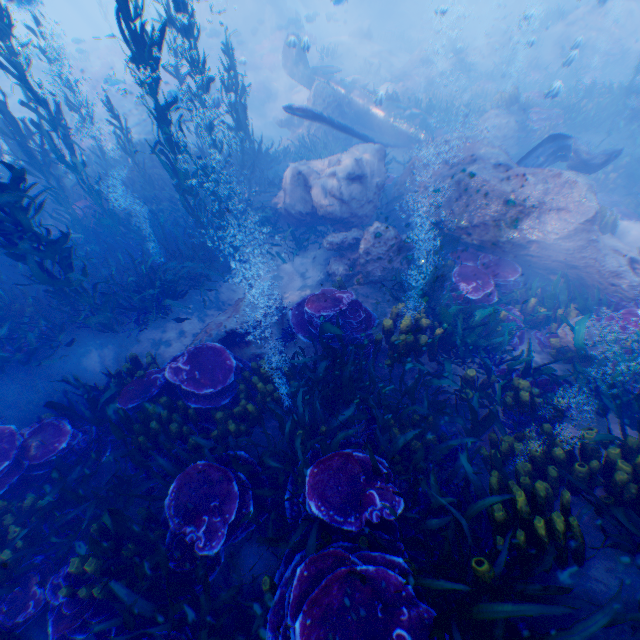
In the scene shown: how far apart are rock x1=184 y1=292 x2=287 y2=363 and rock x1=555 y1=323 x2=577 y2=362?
5.4m

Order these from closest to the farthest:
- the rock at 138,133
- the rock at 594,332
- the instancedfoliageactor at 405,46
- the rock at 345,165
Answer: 1. the rock at 594,332
2. the rock at 345,165
3. the rock at 138,133
4. the instancedfoliageactor at 405,46

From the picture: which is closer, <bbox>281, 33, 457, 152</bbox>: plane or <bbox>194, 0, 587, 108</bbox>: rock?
<bbox>281, 33, 457, 152</bbox>: plane

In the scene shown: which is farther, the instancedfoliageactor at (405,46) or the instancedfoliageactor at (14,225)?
the instancedfoliageactor at (405,46)

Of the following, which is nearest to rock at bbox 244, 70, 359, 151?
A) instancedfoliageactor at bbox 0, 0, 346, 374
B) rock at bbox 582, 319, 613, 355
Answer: instancedfoliageactor at bbox 0, 0, 346, 374

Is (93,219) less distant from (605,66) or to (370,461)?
(370,461)
